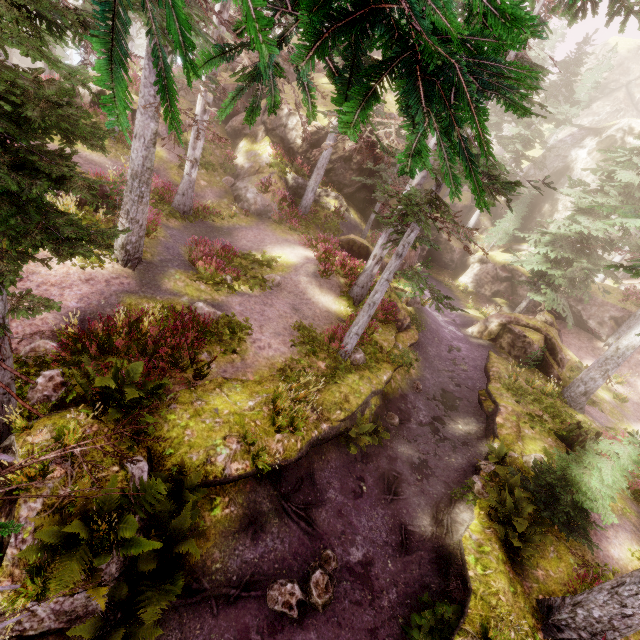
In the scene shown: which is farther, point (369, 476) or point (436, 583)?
point (369, 476)

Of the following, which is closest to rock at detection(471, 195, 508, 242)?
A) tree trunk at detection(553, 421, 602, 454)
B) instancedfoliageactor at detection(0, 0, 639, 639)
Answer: instancedfoliageactor at detection(0, 0, 639, 639)

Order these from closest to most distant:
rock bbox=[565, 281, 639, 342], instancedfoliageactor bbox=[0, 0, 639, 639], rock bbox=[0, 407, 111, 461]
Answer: instancedfoliageactor bbox=[0, 0, 639, 639]
rock bbox=[0, 407, 111, 461]
rock bbox=[565, 281, 639, 342]

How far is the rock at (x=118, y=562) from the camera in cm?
511

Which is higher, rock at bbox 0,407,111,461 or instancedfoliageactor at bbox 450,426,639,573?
instancedfoliageactor at bbox 450,426,639,573

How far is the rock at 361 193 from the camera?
22.8 meters

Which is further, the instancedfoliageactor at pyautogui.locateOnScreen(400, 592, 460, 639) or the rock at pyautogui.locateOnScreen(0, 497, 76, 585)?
the instancedfoliageactor at pyautogui.locateOnScreen(400, 592, 460, 639)
